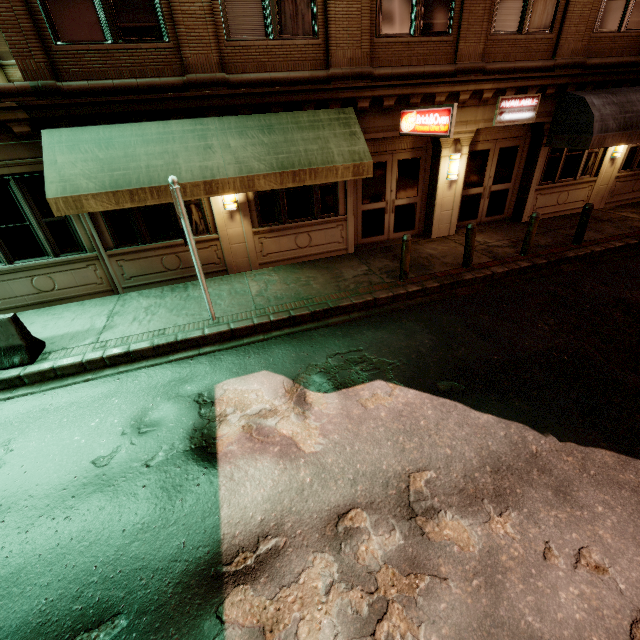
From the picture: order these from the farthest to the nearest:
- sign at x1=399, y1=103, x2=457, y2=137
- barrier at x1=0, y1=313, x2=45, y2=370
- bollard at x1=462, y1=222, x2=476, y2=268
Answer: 1. bollard at x1=462, y1=222, x2=476, y2=268
2. sign at x1=399, y1=103, x2=457, y2=137
3. barrier at x1=0, y1=313, x2=45, y2=370

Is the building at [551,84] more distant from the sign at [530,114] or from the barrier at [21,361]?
the barrier at [21,361]

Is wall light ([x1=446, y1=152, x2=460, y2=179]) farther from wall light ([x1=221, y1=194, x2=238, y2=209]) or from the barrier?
the barrier

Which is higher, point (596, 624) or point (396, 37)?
point (396, 37)

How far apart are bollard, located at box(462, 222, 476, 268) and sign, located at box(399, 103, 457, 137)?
2.25m

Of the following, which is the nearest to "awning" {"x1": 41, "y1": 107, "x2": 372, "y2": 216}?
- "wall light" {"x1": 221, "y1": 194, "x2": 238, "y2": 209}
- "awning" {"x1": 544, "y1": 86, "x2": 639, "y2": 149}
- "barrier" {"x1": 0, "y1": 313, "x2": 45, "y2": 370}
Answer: "wall light" {"x1": 221, "y1": 194, "x2": 238, "y2": 209}

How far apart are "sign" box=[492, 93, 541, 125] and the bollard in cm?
381

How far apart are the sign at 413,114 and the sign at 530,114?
3.1m
